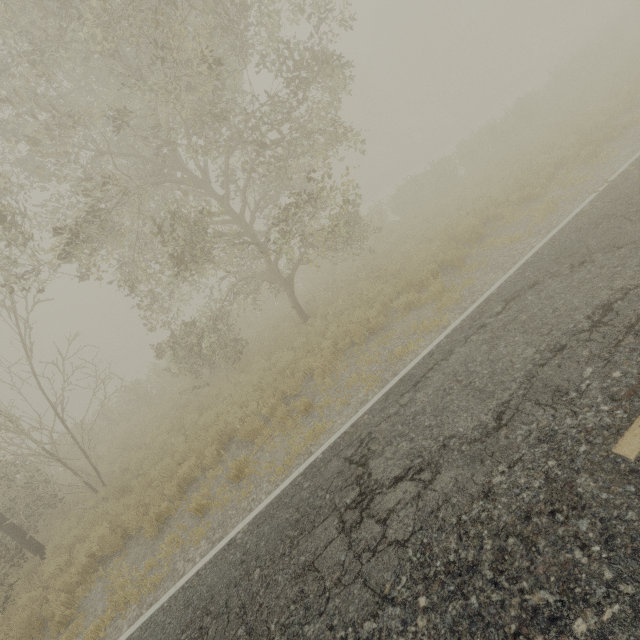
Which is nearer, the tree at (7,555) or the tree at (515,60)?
the tree at (515,60)

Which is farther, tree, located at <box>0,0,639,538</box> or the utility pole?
the utility pole

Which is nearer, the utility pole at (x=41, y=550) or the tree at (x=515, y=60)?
the tree at (x=515, y=60)

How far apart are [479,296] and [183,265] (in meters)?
8.13

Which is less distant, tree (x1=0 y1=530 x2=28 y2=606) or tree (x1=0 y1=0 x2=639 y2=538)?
tree (x1=0 y1=0 x2=639 y2=538)
